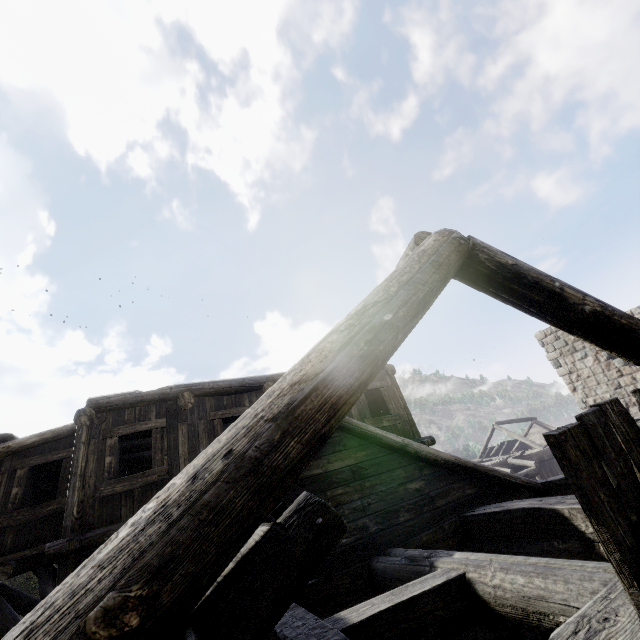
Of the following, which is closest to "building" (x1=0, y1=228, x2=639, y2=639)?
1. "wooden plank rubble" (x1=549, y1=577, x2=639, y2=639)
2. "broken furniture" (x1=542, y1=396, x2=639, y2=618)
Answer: "wooden plank rubble" (x1=549, y1=577, x2=639, y2=639)

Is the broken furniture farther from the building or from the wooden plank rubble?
the building

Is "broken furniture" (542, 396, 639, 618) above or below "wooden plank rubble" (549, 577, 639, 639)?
above

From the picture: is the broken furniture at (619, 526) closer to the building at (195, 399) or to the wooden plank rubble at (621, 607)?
the wooden plank rubble at (621, 607)

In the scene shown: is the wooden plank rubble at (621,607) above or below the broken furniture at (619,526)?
below

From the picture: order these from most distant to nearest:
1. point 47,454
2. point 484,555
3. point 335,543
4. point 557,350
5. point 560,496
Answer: point 557,350
point 47,454
point 560,496
point 484,555
point 335,543
